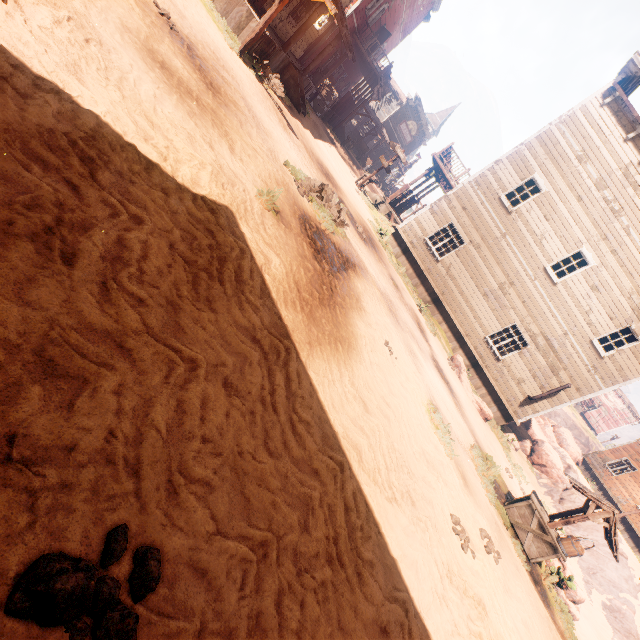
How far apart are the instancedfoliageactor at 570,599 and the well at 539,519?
0.8 meters

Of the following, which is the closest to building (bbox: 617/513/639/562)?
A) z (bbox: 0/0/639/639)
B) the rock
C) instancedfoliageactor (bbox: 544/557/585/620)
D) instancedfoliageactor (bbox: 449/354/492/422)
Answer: z (bbox: 0/0/639/639)

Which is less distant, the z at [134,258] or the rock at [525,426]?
the z at [134,258]

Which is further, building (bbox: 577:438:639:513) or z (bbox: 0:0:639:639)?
building (bbox: 577:438:639:513)

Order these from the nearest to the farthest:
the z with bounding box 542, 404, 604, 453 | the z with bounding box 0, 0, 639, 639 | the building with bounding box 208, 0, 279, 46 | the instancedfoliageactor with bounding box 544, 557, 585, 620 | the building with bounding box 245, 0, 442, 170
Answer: the z with bounding box 0, 0, 639, 639, the instancedfoliageactor with bounding box 544, 557, 585, 620, the building with bounding box 208, 0, 279, 46, the building with bounding box 245, 0, 442, 170, the z with bounding box 542, 404, 604, 453

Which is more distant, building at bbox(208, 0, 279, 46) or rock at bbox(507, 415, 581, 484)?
rock at bbox(507, 415, 581, 484)

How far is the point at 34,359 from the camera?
1.68m

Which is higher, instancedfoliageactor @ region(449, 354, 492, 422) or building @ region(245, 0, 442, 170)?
building @ region(245, 0, 442, 170)
